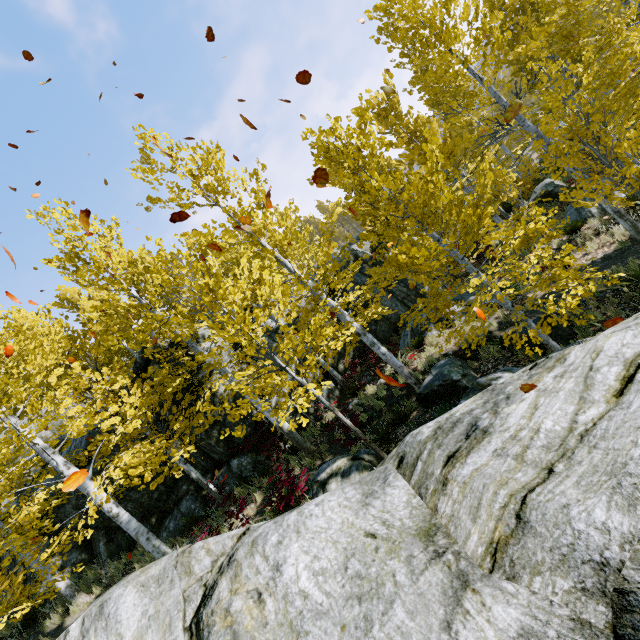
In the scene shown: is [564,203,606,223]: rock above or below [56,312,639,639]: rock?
below

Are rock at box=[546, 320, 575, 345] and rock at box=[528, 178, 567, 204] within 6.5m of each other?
no

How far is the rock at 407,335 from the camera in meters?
13.0

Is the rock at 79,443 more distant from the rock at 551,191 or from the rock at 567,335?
the rock at 551,191

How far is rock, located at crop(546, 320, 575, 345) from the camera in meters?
7.5

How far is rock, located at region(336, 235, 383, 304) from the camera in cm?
1577

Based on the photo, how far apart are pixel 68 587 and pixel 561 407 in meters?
14.0 m

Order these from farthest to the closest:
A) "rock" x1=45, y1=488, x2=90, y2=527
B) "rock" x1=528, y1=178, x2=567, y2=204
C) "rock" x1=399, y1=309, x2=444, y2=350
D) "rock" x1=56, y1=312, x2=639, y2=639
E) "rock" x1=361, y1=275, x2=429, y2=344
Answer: "rock" x1=361, y1=275, x2=429, y2=344 < "rock" x1=528, y1=178, x2=567, y2=204 < "rock" x1=399, y1=309, x2=444, y2=350 < "rock" x1=45, y1=488, x2=90, y2=527 < "rock" x1=56, y1=312, x2=639, y2=639
